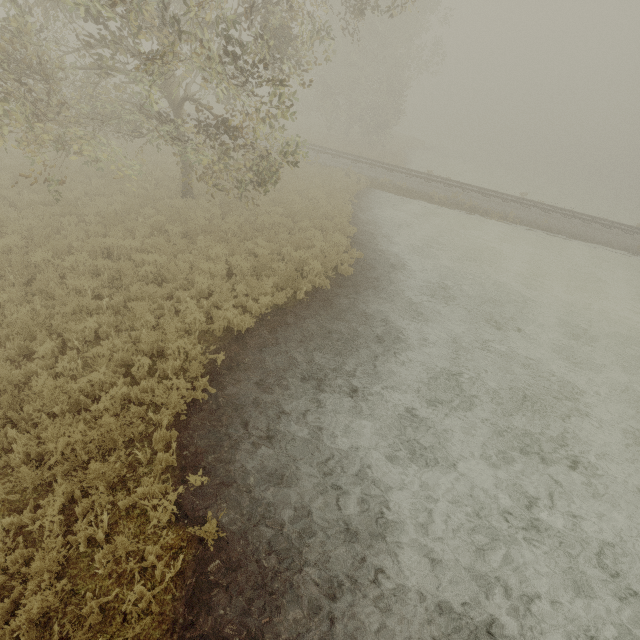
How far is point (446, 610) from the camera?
4.7 meters
